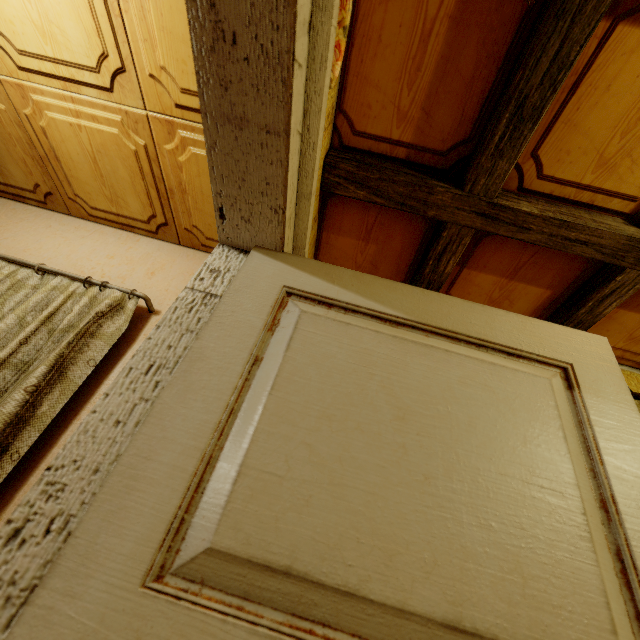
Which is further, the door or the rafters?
the rafters

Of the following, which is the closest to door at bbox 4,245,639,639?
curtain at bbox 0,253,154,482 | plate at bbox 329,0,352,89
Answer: plate at bbox 329,0,352,89

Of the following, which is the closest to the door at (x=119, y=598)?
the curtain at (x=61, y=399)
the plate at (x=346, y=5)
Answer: the plate at (x=346, y=5)

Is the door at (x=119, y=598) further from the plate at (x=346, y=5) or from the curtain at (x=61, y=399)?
the curtain at (x=61, y=399)

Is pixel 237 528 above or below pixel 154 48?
below

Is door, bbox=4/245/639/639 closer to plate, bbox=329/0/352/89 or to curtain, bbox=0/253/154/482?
plate, bbox=329/0/352/89

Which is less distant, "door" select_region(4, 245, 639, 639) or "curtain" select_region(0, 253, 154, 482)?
"door" select_region(4, 245, 639, 639)

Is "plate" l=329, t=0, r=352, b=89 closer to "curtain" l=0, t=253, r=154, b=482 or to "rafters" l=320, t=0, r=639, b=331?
"rafters" l=320, t=0, r=639, b=331
